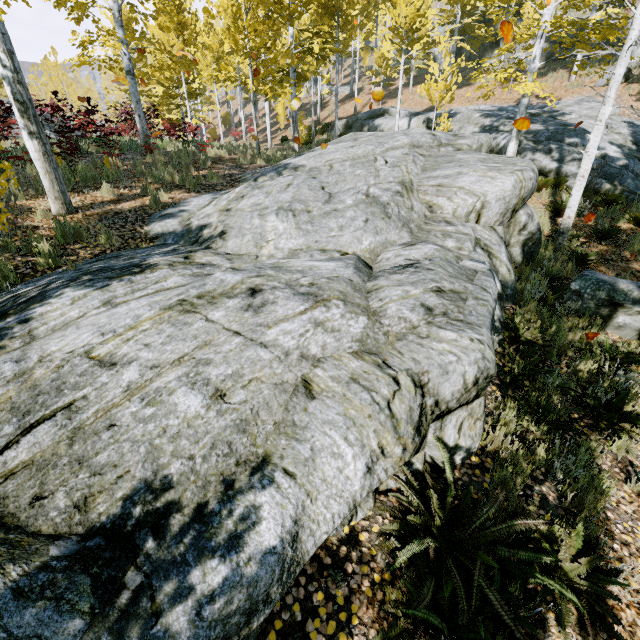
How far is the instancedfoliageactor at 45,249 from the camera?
4.90m

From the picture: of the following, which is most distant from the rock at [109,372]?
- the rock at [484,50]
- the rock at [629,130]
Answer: the rock at [484,50]

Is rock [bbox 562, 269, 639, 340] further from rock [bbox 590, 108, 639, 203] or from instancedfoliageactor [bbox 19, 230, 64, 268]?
rock [bbox 590, 108, 639, 203]

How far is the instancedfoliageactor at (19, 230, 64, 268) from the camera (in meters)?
4.90

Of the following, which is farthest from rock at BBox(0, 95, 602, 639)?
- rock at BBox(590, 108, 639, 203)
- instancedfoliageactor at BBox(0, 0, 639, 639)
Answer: rock at BBox(590, 108, 639, 203)

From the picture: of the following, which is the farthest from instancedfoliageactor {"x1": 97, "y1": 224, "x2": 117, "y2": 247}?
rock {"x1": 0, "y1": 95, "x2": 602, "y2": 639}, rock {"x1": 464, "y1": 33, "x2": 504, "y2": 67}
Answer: rock {"x1": 464, "y1": 33, "x2": 504, "y2": 67}

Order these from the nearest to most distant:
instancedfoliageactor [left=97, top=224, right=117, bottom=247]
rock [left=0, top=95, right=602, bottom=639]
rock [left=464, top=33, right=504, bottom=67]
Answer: rock [left=0, top=95, right=602, bottom=639] → instancedfoliageactor [left=97, top=224, right=117, bottom=247] → rock [left=464, top=33, right=504, bottom=67]

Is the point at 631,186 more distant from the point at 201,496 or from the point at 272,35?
the point at 272,35
